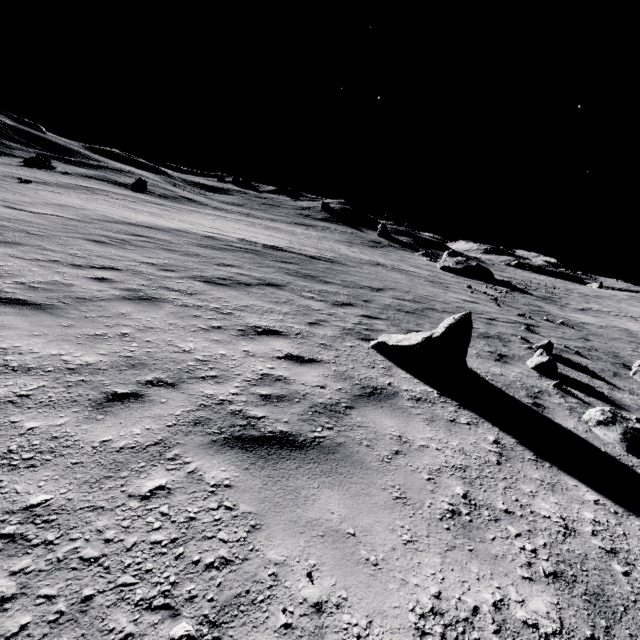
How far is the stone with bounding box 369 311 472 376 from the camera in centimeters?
512cm

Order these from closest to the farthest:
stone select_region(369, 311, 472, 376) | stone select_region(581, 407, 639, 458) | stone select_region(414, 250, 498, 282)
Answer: stone select_region(581, 407, 639, 458) < stone select_region(369, 311, 472, 376) < stone select_region(414, 250, 498, 282)

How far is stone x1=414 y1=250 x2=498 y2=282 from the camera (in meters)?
36.12

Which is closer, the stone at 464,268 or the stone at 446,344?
the stone at 446,344

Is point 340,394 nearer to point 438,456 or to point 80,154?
point 438,456

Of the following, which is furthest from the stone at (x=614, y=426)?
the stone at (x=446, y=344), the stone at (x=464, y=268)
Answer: the stone at (x=464, y=268)

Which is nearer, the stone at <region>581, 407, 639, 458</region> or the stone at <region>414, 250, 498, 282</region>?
the stone at <region>581, 407, 639, 458</region>

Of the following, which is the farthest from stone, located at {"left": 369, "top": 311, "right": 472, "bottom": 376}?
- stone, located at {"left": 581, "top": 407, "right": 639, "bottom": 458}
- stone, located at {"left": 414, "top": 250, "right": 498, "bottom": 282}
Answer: stone, located at {"left": 414, "top": 250, "right": 498, "bottom": 282}
